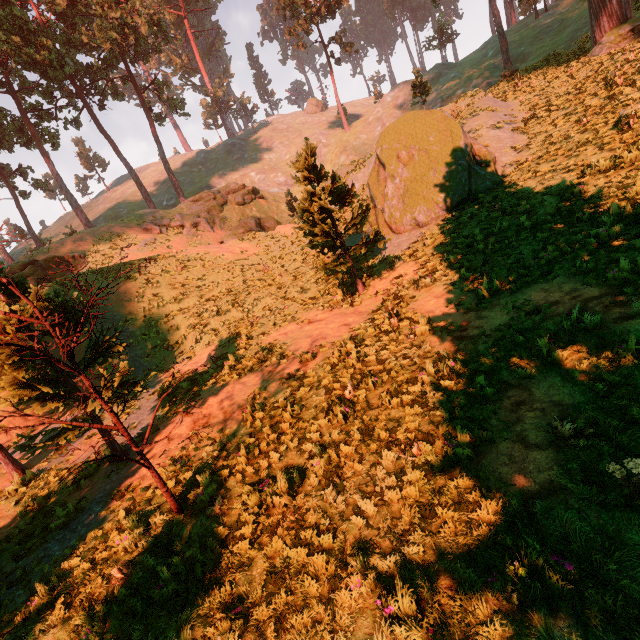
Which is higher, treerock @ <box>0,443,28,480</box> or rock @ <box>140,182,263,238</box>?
rock @ <box>140,182,263,238</box>

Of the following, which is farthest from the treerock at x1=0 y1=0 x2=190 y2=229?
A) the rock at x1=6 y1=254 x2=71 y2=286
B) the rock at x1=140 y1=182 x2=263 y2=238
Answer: the rock at x1=140 y1=182 x2=263 y2=238

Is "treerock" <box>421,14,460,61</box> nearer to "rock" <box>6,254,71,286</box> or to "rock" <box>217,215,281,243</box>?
"rock" <box>6,254,71,286</box>

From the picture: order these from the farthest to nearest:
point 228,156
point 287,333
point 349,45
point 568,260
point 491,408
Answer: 1. point 228,156
2. point 349,45
3. point 287,333
4. point 568,260
5. point 491,408

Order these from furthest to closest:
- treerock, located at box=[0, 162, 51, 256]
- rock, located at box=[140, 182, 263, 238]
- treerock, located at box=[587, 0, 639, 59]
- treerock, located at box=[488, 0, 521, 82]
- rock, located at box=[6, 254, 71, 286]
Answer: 1. treerock, located at box=[0, 162, 51, 256]
2. rock, located at box=[140, 182, 263, 238]
3. treerock, located at box=[488, 0, 521, 82]
4. rock, located at box=[6, 254, 71, 286]
5. treerock, located at box=[587, 0, 639, 59]

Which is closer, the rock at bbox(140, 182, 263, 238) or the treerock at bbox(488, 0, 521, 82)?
the treerock at bbox(488, 0, 521, 82)

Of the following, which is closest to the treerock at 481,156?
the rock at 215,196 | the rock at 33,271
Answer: the rock at 33,271

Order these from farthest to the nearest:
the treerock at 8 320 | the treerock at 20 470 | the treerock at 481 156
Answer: the treerock at 481 156, the treerock at 20 470, the treerock at 8 320
